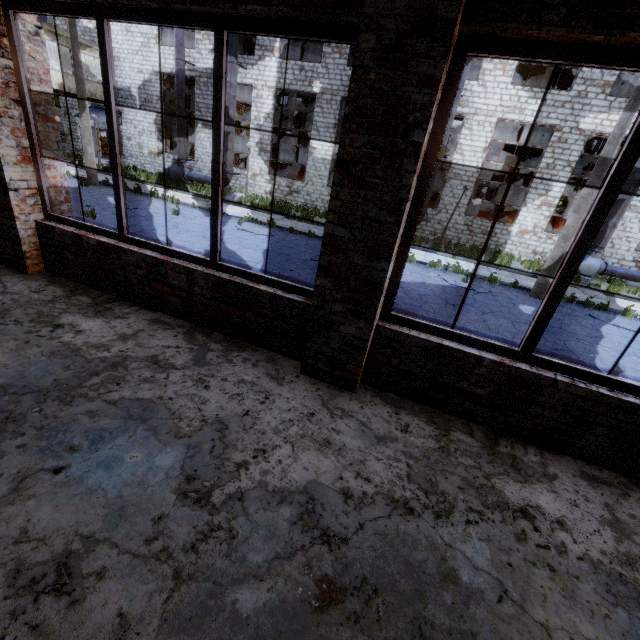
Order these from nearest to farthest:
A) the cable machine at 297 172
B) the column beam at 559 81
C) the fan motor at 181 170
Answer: the column beam at 559 81, the fan motor at 181 170, the cable machine at 297 172

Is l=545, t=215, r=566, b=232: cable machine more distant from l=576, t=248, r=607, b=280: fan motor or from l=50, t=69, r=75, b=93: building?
l=50, t=69, r=75, b=93: building

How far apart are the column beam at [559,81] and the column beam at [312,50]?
17.5m

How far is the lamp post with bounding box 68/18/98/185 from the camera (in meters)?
14.62

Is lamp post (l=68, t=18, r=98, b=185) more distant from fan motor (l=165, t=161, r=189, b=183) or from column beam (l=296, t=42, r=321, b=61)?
column beam (l=296, t=42, r=321, b=61)

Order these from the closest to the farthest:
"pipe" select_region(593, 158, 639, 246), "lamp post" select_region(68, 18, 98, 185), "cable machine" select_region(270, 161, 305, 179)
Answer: "lamp post" select_region(68, 18, 98, 185) → "pipe" select_region(593, 158, 639, 246) → "cable machine" select_region(270, 161, 305, 179)

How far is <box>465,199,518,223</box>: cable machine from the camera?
21.3m

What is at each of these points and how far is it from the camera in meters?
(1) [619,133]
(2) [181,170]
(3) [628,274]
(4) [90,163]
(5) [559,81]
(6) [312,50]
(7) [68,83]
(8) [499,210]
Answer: (1) lamp post, 9.7
(2) fan motor, 23.3
(3) pipe, 16.9
(4) lamp post, 16.8
(5) column beam, 21.4
(6) column beam, 24.8
(7) building, 21.2
(8) cable machine, 21.5
